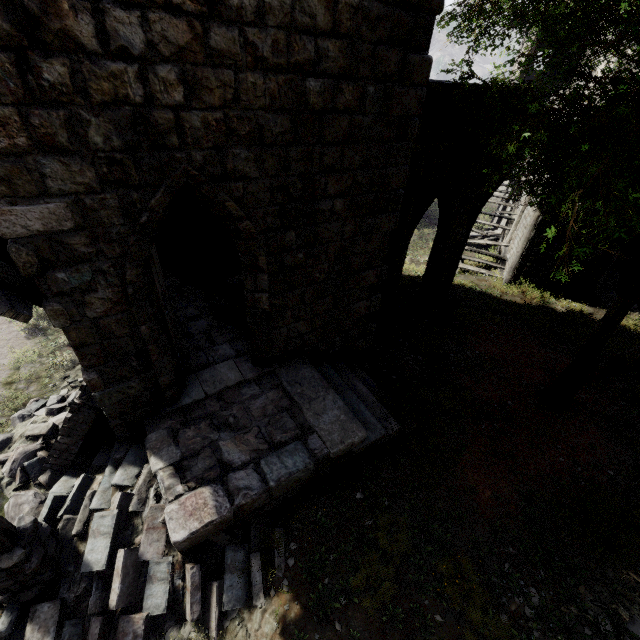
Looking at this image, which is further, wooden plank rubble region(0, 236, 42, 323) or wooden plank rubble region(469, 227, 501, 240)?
wooden plank rubble region(469, 227, 501, 240)

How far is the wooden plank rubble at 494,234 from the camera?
17.3 meters

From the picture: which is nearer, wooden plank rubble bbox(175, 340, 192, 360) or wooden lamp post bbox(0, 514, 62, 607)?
wooden lamp post bbox(0, 514, 62, 607)

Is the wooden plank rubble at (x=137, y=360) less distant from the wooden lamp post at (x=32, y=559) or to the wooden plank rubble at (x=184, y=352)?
the wooden plank rubble at (x=184, y=352)

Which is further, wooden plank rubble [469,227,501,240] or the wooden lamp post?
wooden plank rubble [469,227,501,240]

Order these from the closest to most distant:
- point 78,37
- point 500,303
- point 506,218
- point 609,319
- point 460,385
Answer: point 78,37 → point 609,319 → point 460,385 → point 500,303 → point 506,218

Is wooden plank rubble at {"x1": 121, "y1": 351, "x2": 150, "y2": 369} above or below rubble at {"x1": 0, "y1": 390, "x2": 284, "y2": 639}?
above

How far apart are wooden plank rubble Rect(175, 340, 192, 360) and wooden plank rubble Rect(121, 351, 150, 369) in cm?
71
